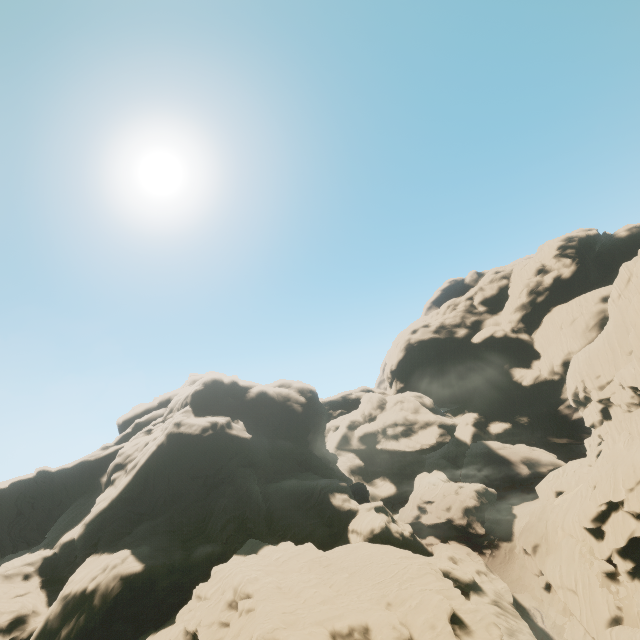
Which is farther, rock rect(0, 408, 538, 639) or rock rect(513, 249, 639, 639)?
rock rect(513, 249, 639, 639)

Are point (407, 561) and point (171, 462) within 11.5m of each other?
no

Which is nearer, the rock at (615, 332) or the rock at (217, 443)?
the rock at (217, 443)
